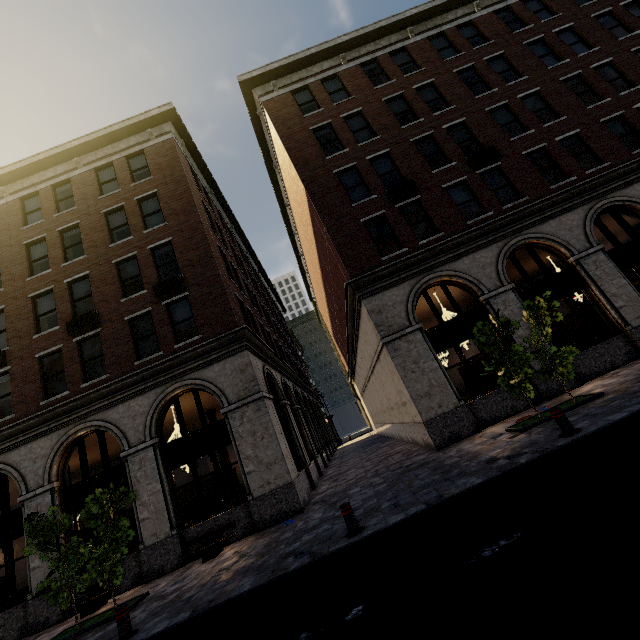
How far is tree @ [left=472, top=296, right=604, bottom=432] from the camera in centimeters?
891cm

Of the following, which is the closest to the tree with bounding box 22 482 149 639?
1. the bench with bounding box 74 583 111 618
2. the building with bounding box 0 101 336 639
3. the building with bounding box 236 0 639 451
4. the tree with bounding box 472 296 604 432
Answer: the bench with bounding box 74 583 111 618

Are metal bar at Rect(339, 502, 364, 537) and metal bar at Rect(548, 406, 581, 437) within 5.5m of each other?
yes

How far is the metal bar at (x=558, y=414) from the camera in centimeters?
672cm

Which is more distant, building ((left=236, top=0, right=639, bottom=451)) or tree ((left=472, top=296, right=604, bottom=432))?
building ((left=236, top=0, right=639, bottom=451))

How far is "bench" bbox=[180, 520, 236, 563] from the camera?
10.02m

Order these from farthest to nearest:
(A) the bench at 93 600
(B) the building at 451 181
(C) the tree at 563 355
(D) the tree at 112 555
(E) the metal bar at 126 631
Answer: (B) the building at 451 181
(A) the bench at 93 600
(C) the tree at 563 355
(D) the tree at 112 555
(E) the metal bar at 126 631

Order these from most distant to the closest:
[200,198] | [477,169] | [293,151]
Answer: [200,198], [293,151], [477,169]
